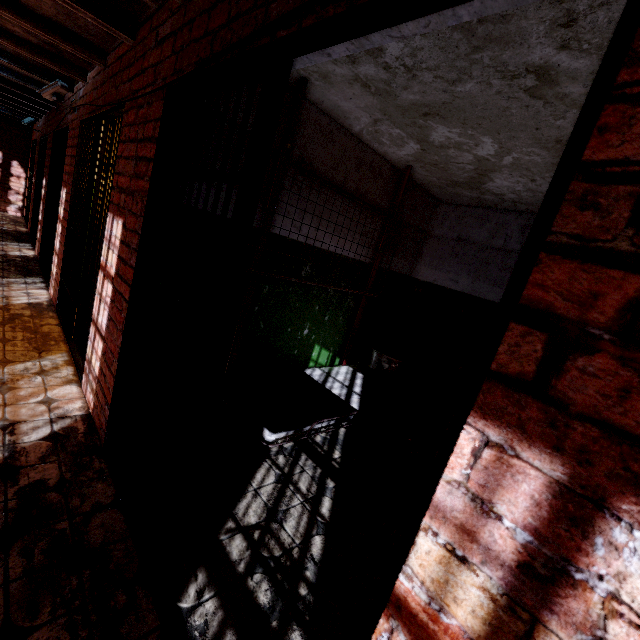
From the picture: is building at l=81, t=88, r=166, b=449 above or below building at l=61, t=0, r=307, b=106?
below

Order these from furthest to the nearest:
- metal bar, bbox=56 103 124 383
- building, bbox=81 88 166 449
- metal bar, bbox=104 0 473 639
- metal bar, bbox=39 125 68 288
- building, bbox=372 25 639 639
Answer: metal bar, bbox=39 125 68 288 → metal bar, bbox=56 103 124 383 → building, bbox=81 88 166 449 → metal bar, bbox=104 0 473 639 → building, bbox=372 25 639 639

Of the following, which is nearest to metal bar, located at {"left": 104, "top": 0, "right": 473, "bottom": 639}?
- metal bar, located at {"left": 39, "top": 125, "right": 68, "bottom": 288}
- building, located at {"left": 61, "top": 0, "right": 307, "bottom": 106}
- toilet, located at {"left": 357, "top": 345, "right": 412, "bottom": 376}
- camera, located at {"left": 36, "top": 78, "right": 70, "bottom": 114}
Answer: building, located at {"left": 61, "top": 0, "right": 307, "bottom": 106}

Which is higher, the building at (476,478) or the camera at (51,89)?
the camera at (51,89)

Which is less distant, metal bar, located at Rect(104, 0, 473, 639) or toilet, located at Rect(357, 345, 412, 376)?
metal bar, located at Rect(104, 0, 473, 639)

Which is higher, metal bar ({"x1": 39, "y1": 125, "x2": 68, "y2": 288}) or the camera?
the camera

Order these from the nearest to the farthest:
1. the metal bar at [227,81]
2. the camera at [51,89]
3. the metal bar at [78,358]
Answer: the metal bar at [227,81]
the metal bar at [78,358]
the camera at [51,89]

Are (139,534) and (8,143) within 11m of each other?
no
